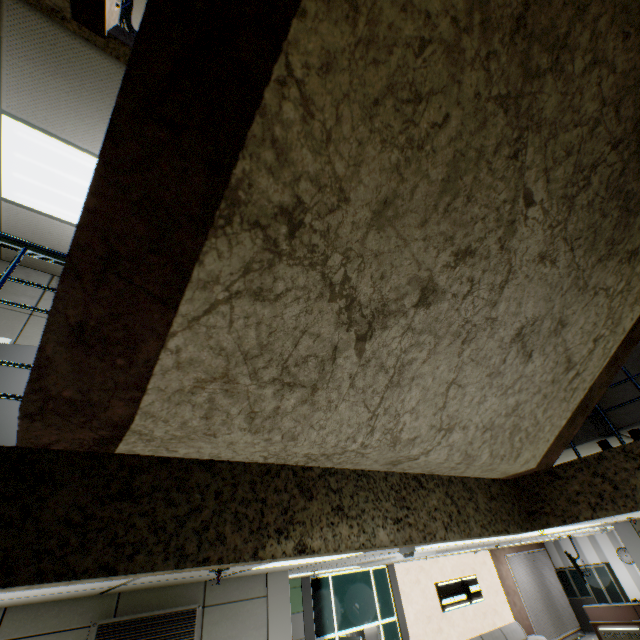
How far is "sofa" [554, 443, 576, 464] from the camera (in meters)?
2.26

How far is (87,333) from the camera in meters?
0.7 m

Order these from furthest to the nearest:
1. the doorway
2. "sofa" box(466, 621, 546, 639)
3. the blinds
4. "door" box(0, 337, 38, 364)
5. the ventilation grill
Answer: the blinds
"sofa" box(466, 621, 546, 639)
the doorway
"door" box(0, 337, 38, 364)
the ventilation grill

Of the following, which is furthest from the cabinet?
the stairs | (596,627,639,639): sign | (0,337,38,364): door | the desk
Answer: (0,337,38,364): door

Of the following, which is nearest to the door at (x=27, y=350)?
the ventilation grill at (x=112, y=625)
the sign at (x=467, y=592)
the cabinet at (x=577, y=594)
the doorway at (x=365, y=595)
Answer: the ventilation grill at (x=112, y=625)

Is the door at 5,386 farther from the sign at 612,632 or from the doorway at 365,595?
the sign at 612,632

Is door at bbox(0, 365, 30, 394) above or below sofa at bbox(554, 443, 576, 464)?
above

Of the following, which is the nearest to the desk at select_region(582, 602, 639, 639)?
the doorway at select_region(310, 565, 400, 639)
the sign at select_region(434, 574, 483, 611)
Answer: the sign at select_region(434, 574, 483, 611)
